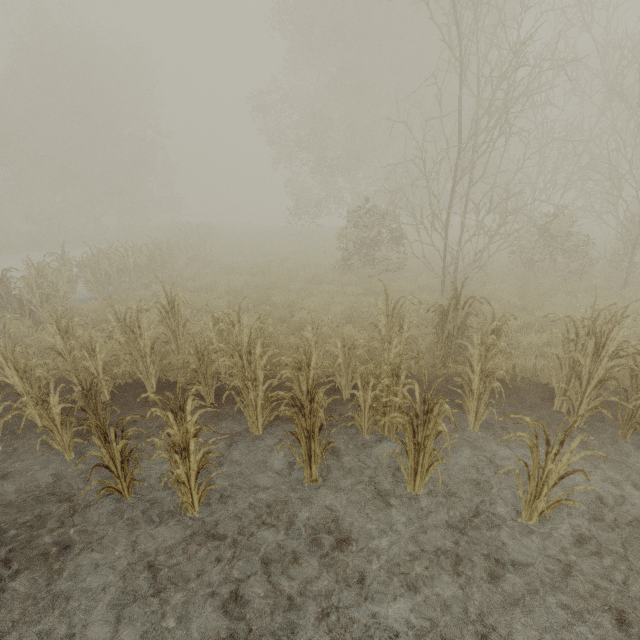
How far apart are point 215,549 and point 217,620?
0.7m
